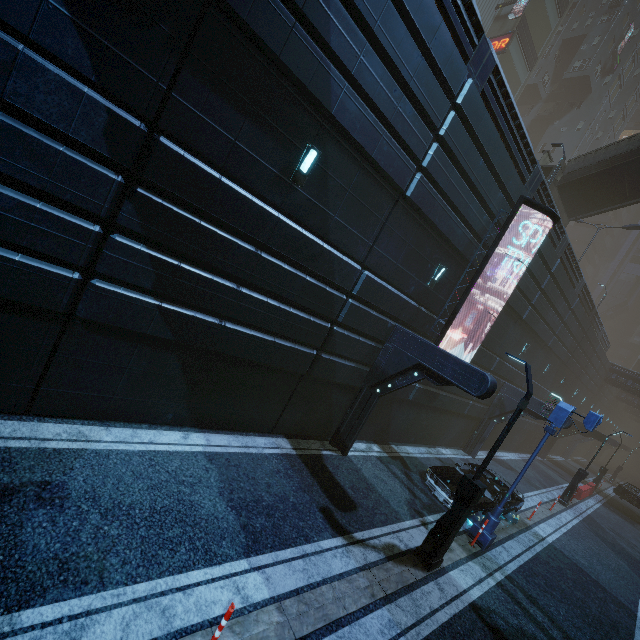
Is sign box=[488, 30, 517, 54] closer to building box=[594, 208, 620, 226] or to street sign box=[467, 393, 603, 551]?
building box=[594, 208, 620, 226]

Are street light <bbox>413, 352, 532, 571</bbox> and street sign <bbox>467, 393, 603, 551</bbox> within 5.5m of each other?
yes

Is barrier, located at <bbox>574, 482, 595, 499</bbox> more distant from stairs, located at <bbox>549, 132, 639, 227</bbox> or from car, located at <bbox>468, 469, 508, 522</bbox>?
stairs, located at <bbox>549, 132, 639, 227</bbox>

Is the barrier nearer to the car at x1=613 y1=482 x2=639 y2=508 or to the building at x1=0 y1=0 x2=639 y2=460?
the car at x1=613 y1=482 x2=639 y2=508

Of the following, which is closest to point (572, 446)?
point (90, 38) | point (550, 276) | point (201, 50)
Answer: point (550, 276)

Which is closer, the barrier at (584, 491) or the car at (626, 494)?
the barrier at (584, 491)

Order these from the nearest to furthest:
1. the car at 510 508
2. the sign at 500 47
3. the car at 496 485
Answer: the car at 496 485 → the car at 510 508 → the sign at 500 47

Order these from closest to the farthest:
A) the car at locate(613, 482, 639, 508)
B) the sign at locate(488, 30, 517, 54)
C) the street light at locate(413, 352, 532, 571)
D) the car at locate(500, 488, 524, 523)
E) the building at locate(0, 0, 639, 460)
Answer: the building at locate(0, 0, 639, 460) < the street light at locate(413, 352, 532, 571) < the car at locate(500, 488, 524, 523) < the car at locate(613, 482, 639, 508) < the sign at locate(488, 30, 517, 54)
